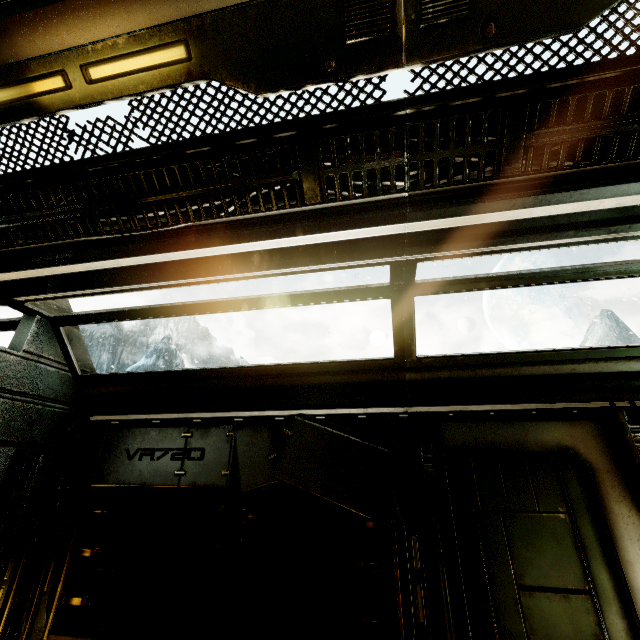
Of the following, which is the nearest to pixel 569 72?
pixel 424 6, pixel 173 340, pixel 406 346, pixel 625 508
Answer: pixel 424 6
